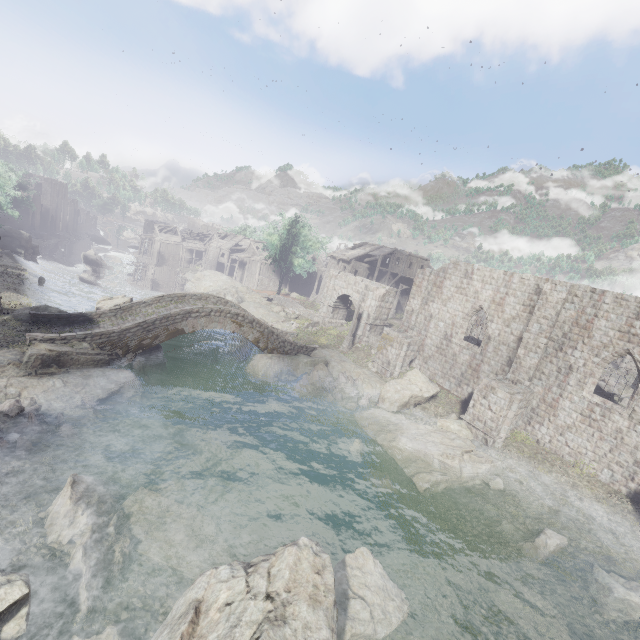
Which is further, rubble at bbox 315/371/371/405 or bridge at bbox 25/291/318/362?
rubble at bbox 315/371/371/405

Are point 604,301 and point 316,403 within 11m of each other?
no

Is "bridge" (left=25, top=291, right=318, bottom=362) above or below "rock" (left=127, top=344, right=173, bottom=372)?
above

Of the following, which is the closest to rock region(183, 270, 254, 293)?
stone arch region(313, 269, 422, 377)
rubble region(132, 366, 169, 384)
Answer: stone arch region(313, 269, 422, 377)

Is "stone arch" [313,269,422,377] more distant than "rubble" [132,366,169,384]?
Yes

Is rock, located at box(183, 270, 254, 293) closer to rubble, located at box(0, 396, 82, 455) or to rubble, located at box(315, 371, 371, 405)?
rubble, located at box(315, 371, 371, 405)

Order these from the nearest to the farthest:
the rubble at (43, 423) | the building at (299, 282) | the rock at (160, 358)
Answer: the rubble at (43, 423) → the rock at (160, 358) → the building at (299, 282)

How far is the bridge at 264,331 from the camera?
19.1 meters
